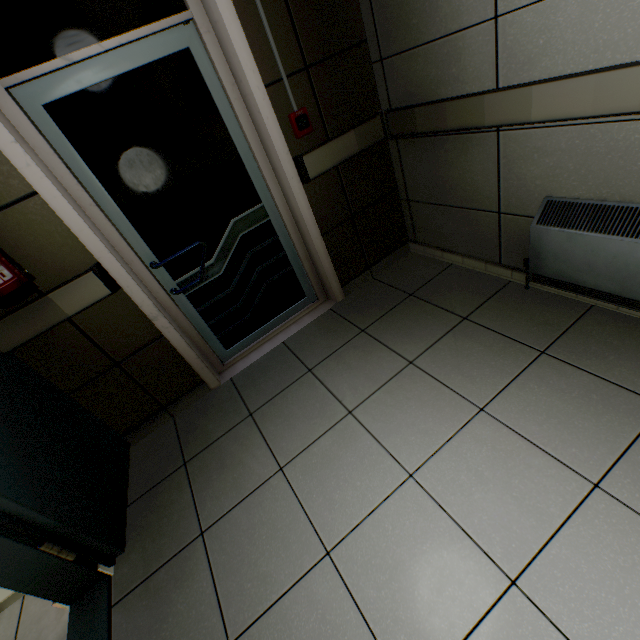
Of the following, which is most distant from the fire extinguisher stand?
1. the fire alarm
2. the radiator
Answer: the radiator

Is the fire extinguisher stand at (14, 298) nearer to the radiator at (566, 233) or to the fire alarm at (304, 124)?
the fire alarm at (304, 124)

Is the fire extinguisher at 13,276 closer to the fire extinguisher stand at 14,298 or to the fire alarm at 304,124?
the fire extinguisher stand at 14,298

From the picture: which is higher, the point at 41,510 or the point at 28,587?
the point at 41,510

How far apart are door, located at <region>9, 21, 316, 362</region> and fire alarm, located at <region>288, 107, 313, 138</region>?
0.3m

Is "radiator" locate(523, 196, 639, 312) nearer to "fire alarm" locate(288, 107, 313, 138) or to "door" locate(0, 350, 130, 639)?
"fire alarm" locate(288, 107, 313, 138)

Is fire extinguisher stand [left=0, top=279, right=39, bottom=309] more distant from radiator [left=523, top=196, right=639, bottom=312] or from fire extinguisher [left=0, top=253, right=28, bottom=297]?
radiator [left=523, top=196, right=639, bottom=312]

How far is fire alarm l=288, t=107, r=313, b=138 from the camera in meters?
2.0
